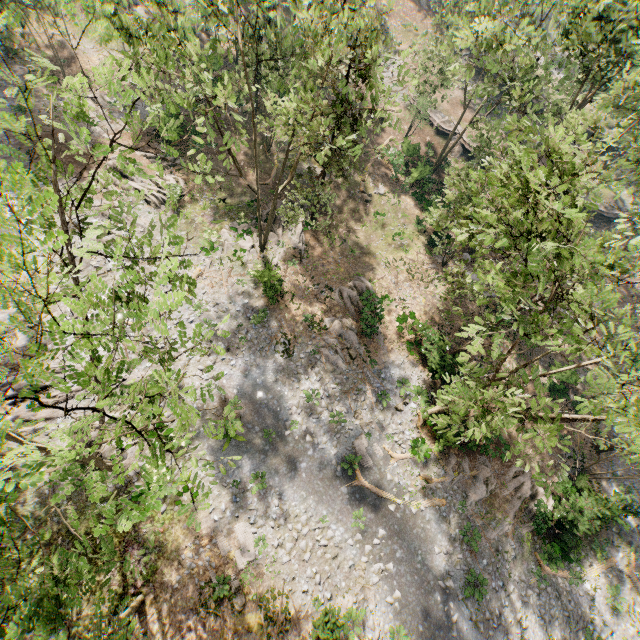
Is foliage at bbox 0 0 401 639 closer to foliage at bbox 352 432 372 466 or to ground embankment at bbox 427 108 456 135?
ground embankment at bbox 427 108 456 135

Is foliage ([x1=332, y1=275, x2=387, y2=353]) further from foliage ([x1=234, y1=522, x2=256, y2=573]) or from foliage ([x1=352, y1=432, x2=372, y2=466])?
foliage ([x1=234, y1=522, x2=256, y2=573])

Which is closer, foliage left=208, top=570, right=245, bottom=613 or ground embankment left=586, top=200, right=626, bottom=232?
foliage left=208, top=570, right=245, bottom=613

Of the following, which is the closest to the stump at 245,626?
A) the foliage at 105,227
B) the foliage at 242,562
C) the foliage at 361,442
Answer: the foliage at 242,562

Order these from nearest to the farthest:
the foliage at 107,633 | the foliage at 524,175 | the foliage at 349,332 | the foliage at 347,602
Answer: the foliage at 107,633
the foliage at 524,175
the foliage at 347,602
the foliage at 349,332

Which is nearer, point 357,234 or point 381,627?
point 381,627

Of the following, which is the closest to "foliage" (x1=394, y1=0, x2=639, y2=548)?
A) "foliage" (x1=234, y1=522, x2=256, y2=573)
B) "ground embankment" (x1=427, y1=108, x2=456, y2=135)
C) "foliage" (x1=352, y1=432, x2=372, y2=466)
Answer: "ground embankment" (x1=427, y1=108, x2=456, y2=135)

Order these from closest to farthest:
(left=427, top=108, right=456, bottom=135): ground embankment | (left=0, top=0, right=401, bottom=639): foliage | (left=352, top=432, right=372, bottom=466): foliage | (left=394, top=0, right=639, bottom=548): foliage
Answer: (left=0, top=0, right=401, bottom=639): foliage, (left=394, top=0, right=639, bottom=548): foliage, (left=352, top=432, right=372, bottom=466): foliage, (left=427, top=108, right=456, bottom=135): ground embankment
